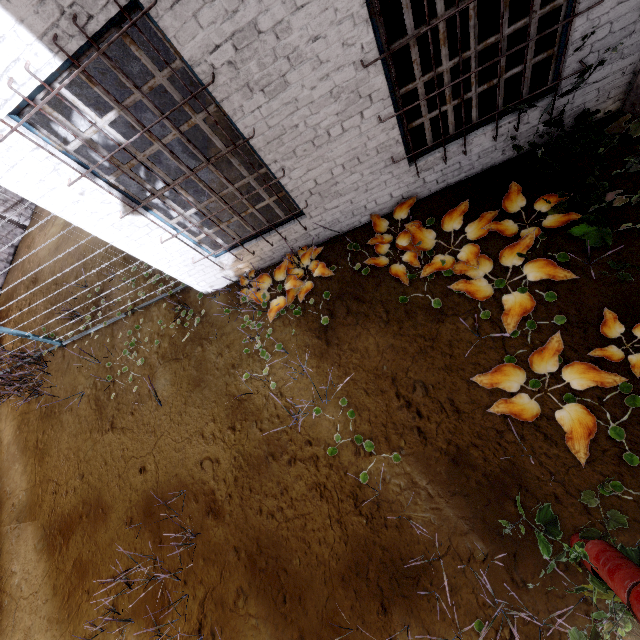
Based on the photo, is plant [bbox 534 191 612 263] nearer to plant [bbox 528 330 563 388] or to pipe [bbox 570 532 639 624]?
plant [bbox 528 330 563 388]

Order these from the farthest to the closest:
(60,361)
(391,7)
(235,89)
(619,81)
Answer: (60,361), (391,7), (619,81), (235,89)

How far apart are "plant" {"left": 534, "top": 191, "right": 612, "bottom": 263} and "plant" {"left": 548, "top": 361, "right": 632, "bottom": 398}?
0.85m

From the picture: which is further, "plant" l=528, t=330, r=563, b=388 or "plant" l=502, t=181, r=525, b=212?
"plant" l=502, t=181, r=525, b=212

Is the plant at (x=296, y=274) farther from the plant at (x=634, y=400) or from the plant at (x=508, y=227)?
the plant at (x=634, y=400)

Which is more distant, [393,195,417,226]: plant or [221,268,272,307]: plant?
[221,268,272,307]: plant

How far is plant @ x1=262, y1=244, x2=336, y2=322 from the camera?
4.5 meters

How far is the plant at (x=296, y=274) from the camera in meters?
4.5 m
